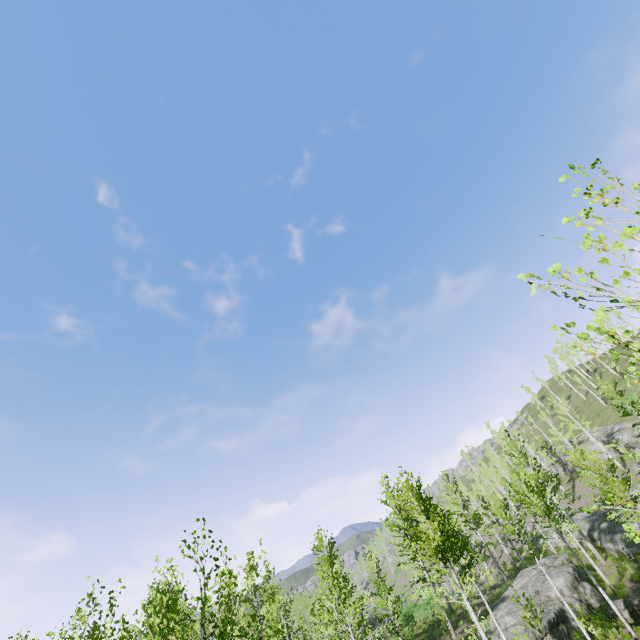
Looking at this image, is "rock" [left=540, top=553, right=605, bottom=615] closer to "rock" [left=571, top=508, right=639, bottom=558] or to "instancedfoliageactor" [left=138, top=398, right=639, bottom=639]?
"instancedfoliageactor" [left=138, top=398, right=639, bottom=639]

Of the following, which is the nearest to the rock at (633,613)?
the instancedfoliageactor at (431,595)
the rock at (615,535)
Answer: the instancedfoliageactor at (431,595)

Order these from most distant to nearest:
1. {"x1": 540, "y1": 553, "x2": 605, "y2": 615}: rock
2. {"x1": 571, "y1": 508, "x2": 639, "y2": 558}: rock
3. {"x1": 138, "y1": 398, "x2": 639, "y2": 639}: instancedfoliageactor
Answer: {"x1": 571, "y1": 508, "x2": 639, "y2": 558}: rock, {"x1": 540, "y1": 553, "x2": 605, "y2": 615}: rock, {"x1": 138, "y1": 398, "x2": 639, "y2": 639}: instancedfoliageactor

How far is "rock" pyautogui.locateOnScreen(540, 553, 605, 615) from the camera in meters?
22.3 m

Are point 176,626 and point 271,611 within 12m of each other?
no

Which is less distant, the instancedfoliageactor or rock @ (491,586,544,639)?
the instancedfoliageactor

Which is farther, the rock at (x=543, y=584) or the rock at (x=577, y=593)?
the rock at (x=577, y=593)
